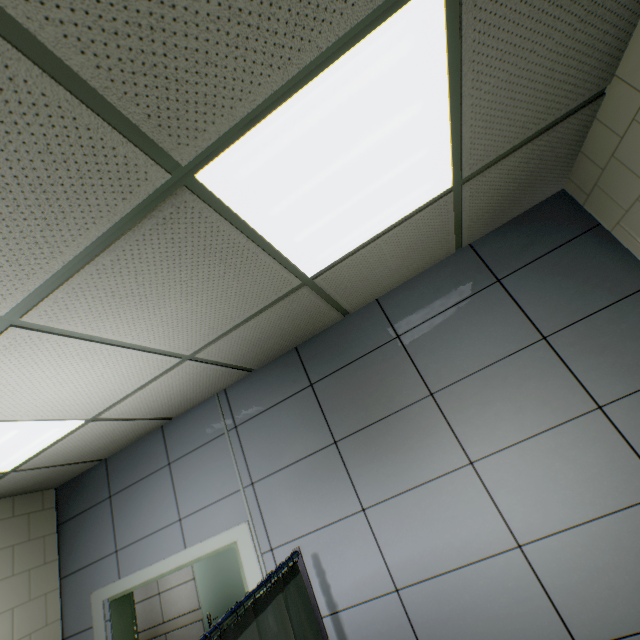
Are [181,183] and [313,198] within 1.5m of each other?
yes
